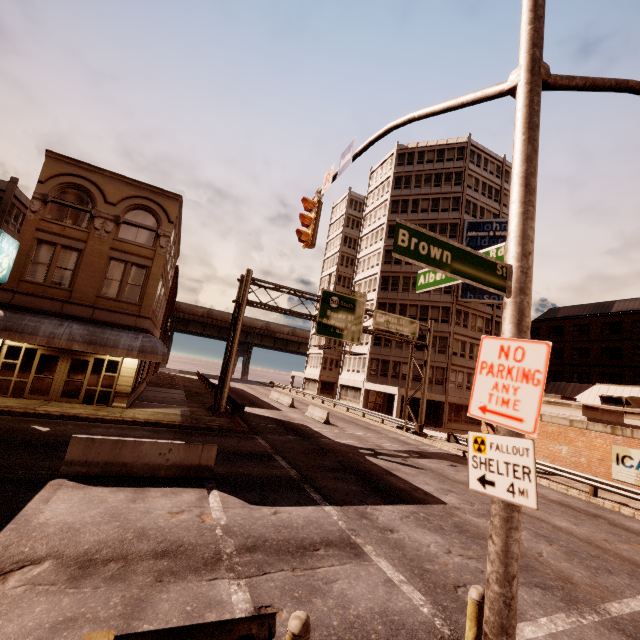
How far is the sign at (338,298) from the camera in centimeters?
2223cm

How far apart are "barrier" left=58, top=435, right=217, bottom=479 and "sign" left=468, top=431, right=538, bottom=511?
8.91m

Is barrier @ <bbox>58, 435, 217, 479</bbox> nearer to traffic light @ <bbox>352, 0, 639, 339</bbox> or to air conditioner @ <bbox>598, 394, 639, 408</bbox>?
traffic light @ <bbox>352, 0, 639, 339</bbox>

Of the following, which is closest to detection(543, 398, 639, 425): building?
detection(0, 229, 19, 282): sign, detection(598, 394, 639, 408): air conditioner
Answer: detection(598, 394, 639, 408): air conditioner

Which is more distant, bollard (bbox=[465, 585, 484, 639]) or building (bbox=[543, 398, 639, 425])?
building (bbox=[543, 398, 639, 425])

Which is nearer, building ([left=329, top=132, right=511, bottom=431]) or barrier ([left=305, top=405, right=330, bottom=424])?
barrier ([left=305, top=405, right=330, bottom=424])

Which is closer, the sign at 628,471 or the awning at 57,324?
the awning at 57,324

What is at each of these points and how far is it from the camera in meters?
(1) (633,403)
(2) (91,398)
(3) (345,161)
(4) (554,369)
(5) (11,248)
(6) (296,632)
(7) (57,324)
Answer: (1) air conditioner, 26.4
(2) building, 17.9
(3) sign, 8.7
(4) building, 49.1
(5) sign, 16.4
(6) bollard, 3.1
(7) awning, 16.5
